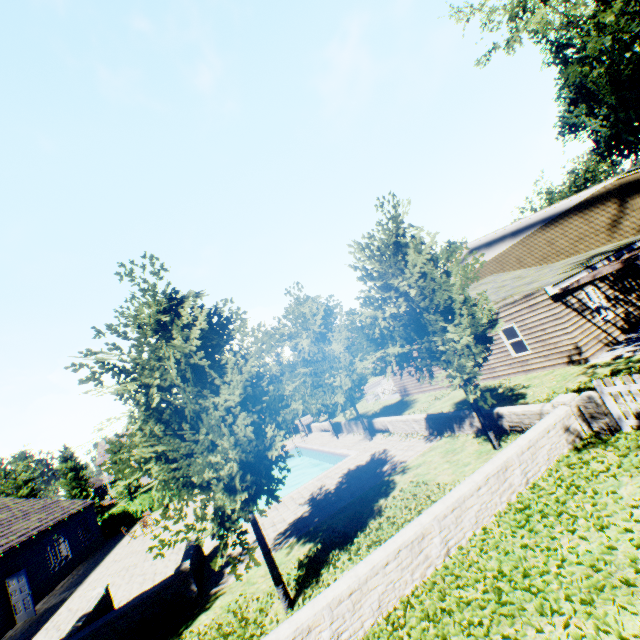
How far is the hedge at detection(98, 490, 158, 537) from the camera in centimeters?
2945cm

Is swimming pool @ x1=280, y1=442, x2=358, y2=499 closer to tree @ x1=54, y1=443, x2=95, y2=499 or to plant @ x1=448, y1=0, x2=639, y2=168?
tree @ x1=54, y1=443, x2=95, y2=499

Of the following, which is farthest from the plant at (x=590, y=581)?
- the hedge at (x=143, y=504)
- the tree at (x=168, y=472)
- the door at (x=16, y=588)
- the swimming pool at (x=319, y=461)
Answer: the door at (x=16, y=588)

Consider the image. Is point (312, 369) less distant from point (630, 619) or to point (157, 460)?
point (157, 460)

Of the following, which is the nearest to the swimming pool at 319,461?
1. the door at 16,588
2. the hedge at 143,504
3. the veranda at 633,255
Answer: the hedge at 143,504

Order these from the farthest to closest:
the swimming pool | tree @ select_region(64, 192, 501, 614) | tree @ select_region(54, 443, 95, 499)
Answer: tree @ select_region(54, 443, 95, 499)
the swimming pool
tree @ select_region(64, 192, 501, 614)

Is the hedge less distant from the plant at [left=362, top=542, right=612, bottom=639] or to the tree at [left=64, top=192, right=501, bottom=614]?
the tree at [left=64, top=192, right=501, bottom=614]

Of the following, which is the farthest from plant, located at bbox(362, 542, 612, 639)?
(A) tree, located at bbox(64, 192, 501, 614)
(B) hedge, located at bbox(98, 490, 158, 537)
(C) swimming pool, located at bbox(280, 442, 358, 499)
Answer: (B) hedge, located at bbox(98, 490, 158, 537)
